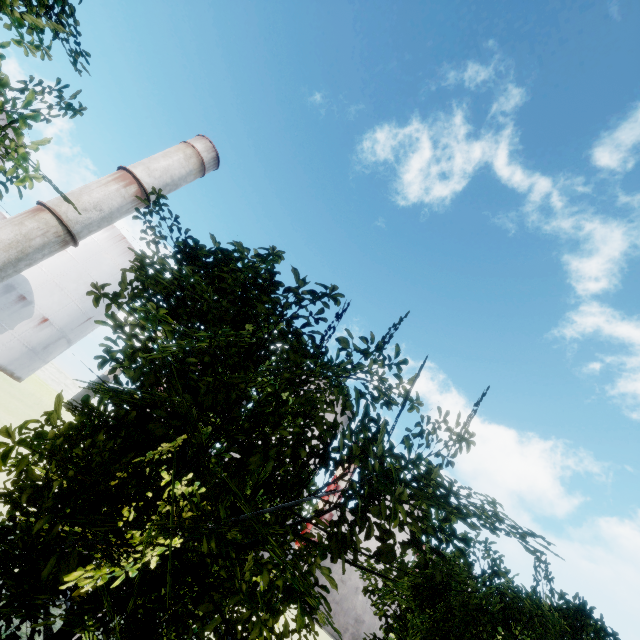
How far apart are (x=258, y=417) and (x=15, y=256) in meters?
44.8
